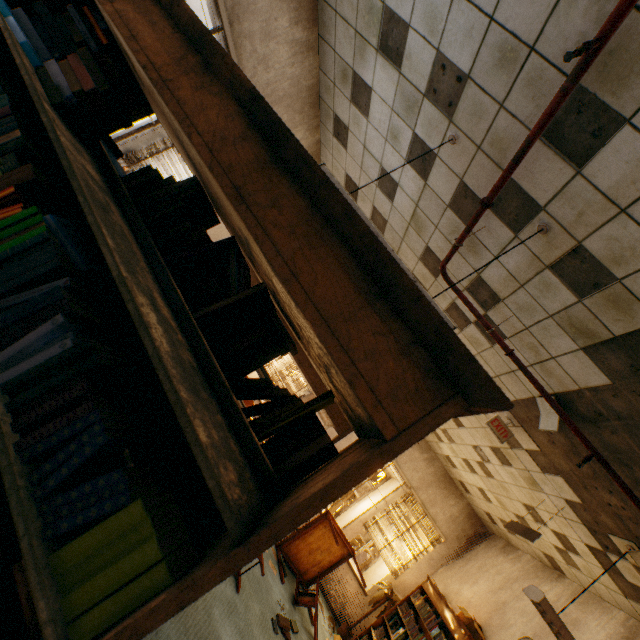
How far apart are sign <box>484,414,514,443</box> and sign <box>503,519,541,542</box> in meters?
1.1

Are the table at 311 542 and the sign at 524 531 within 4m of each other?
yes

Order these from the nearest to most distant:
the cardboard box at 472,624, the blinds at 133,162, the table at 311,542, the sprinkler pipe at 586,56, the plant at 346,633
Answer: the sprinkler pipe at 586,56 → the blinds at 133,162 → the cardboard box at 472,624 → the table at 311,542 → the plant at 346,633

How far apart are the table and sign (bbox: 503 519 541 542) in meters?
2.7

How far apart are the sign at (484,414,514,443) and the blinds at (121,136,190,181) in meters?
4.5

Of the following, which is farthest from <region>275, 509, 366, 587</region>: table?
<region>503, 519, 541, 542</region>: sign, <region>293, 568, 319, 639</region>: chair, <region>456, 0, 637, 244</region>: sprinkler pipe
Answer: <region>456, 0, 637, 244</region>: sprinkler pipe

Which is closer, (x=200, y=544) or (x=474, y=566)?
(x=200, y=544)

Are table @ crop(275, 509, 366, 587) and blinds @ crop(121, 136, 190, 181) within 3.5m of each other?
no
